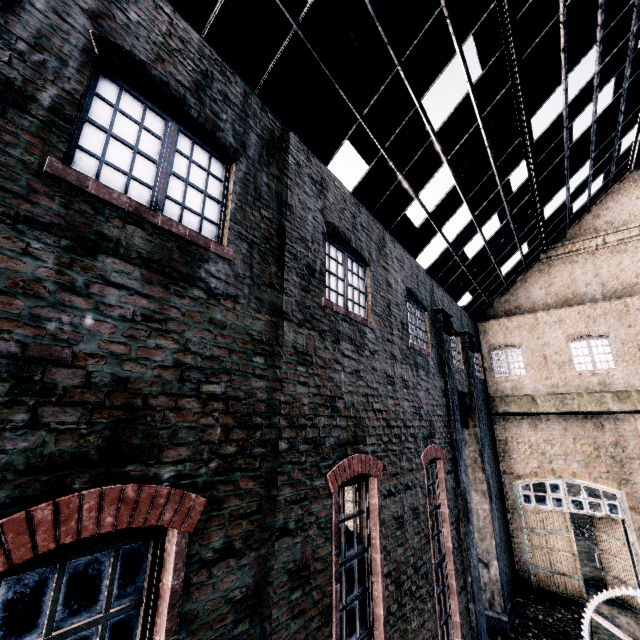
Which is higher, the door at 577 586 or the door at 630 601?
the door at 577 586

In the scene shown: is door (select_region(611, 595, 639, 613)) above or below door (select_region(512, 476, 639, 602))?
below

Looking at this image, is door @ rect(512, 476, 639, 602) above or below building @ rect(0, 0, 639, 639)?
below

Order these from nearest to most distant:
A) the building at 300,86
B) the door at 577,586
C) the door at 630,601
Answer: the building at 300,86, the door at 630,601, the door at 577,586

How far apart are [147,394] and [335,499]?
3.80m

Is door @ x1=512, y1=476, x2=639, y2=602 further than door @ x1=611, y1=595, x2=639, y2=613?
Yes

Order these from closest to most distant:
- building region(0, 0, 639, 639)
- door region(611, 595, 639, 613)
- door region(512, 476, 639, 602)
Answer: building region(0, 0, 639, 639) → door region(611, 595, 639, 613) → door region(512, 476, 639, 602)

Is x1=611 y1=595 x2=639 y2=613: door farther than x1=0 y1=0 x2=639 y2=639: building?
Yes
